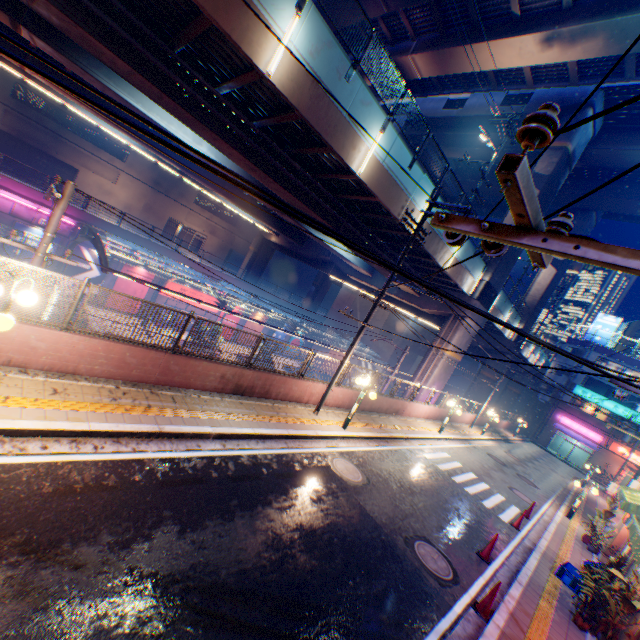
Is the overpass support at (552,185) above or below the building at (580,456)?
above

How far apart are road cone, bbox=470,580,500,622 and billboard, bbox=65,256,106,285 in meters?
30.8 m

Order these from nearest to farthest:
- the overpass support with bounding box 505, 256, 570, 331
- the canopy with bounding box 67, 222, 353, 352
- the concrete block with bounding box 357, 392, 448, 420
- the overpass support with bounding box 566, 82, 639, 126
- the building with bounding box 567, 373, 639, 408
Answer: the concrete block with bounding box 357, 392, 448, 420
the canopy with bounding box 67, 222, 353, 352
the overpass support with bounding box 566, 82, 639, 126
the overpass support with bounding box 505, 256, 570, 331
the building with bounding box 567, 373, 639, 408

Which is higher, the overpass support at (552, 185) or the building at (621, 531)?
the overpass support at (552, 185)

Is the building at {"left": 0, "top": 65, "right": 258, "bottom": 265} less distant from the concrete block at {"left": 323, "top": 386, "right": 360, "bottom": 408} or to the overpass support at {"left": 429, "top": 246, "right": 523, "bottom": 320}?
the overpass support at {"left": 429, "top": 246, "right": 523, "bottom": 320}

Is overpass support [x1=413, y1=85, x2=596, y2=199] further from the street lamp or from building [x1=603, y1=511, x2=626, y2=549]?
building [x1=603, y1=511, x2=626, y2=549]

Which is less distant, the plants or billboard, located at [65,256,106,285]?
the plants

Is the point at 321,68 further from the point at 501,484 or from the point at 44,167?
the point at 44,167
